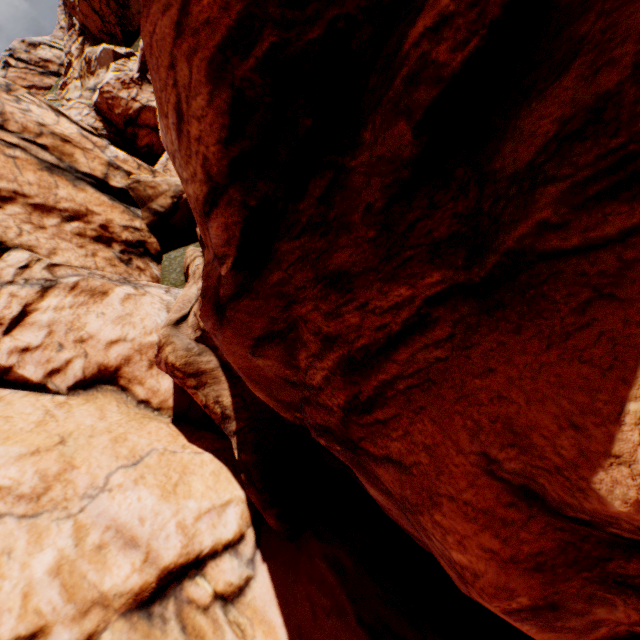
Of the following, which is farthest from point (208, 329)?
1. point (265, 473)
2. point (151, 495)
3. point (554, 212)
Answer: point (554, 212)
